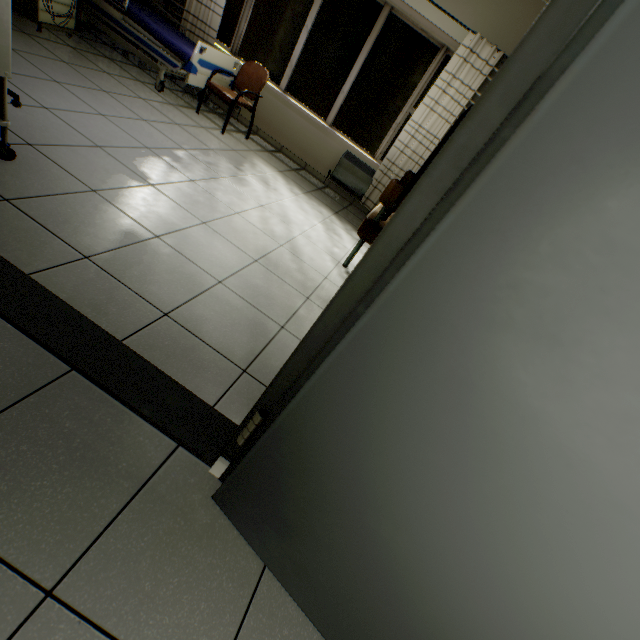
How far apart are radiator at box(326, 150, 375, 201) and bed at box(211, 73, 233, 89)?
1.91m

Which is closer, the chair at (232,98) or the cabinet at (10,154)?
the cabinet at (10,154)

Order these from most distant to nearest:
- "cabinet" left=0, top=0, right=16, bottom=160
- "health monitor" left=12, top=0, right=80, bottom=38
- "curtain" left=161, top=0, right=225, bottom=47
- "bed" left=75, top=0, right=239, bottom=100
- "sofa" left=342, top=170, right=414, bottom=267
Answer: "curtain" left=161, top=0, right=225, bottom=47
"bed" left=75, top=0, right=239, bottom=100
"health monitor" left=12, top=0, right=80, bottom=38
"sofa" left=342, top=170, right=414, bottom=267
"cabinet" left=0, top=0, right=16, bottom=160

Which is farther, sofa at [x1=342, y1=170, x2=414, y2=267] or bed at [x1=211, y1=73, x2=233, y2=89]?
bed at [x1=211, y1=73, x2=233, y2=89]

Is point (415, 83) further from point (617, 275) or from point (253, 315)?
point (617, 275)

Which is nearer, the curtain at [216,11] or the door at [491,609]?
the door at [491,609]

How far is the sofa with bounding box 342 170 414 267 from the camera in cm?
283

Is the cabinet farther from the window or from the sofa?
the window
